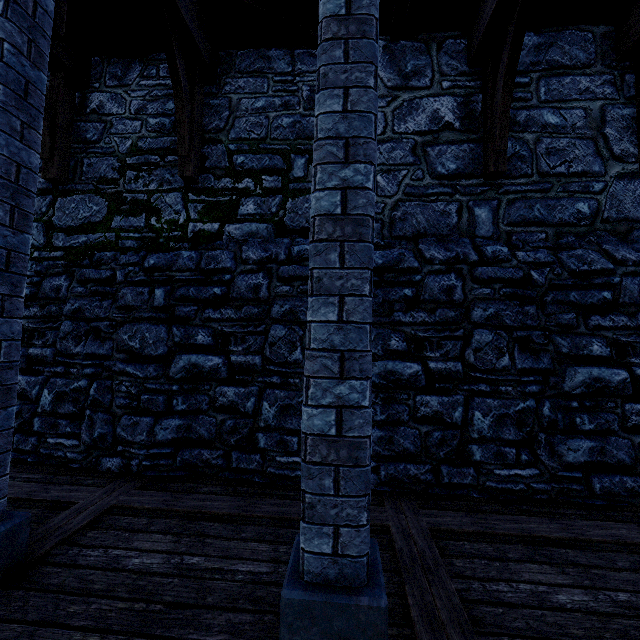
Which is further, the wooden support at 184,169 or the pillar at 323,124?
the wooden support at 184,169

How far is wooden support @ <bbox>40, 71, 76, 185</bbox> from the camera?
4.4m

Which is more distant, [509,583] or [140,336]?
[140,336]

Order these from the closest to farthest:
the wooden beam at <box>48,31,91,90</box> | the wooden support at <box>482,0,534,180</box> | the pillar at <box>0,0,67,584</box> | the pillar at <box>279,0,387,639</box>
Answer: the pillar at <box>279,0,387,639</box> → the pillar at <box>0,0,67,584</box> → the wooden support at <box>482,0,534,180</box> → the wooden beam at <box>48,31,91,90</box>

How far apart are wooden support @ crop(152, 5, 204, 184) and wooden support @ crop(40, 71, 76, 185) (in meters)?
1.75

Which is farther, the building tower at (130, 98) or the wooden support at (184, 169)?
the building tower at (130, 98)

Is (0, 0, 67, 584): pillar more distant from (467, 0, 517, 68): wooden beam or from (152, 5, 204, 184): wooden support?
(467, 0, 517, 68): wooden beam

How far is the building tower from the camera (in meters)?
4.57
